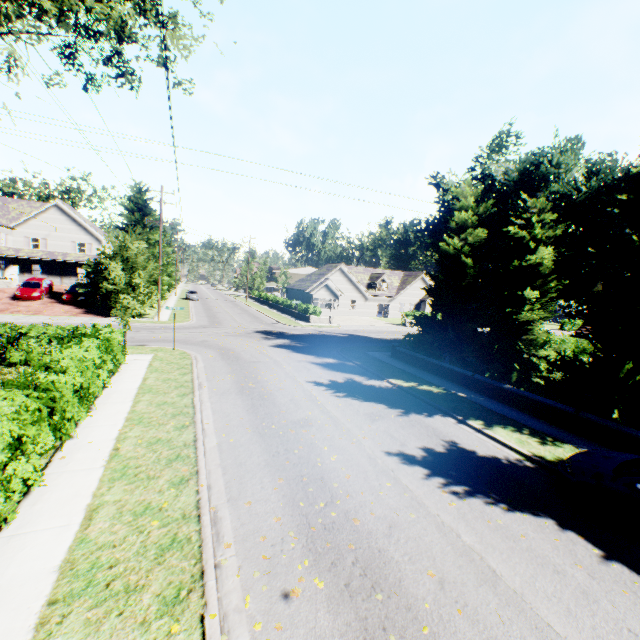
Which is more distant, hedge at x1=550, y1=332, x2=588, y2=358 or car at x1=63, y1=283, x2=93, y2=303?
car at x1=63, y1=283, x2=93, y2=303

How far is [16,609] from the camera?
4.1 meters

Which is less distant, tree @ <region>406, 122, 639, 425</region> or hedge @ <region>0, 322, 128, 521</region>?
hedge @ <region>0, 322, 128, 521</region>

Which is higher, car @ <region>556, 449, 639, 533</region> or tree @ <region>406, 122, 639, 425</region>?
tree @ <region>406, 122, 639, 425</region>

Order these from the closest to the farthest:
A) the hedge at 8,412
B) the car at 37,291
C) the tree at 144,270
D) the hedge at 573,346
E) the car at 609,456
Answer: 1. the hedge at 8,412
2. the car at 609,456
3. the tree at 144,270
4. the hedge at 573,346
5. the car at 37,291

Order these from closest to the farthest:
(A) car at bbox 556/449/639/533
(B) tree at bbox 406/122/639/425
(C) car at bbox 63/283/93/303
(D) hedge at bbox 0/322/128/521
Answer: (D) hedge at bbox 0/322/128/521
(A) car at bbox 556/449/639/533
(B) tree at bbox 406/122/639/425
(C) car at bbox 63/283/93/303

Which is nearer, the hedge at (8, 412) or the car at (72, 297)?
the hedge at (8, 412)
